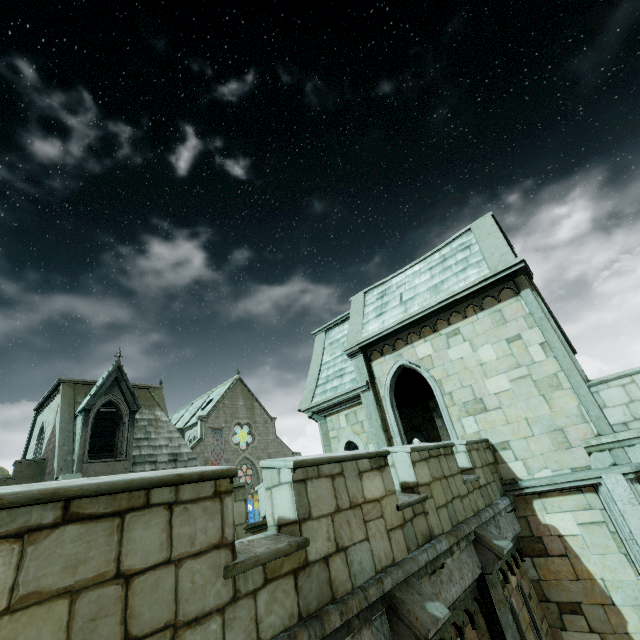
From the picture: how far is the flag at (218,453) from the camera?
37.9m

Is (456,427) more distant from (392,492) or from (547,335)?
(392,492)

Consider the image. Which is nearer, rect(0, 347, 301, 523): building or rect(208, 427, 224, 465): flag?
rect(0, 347, 301, 523): building

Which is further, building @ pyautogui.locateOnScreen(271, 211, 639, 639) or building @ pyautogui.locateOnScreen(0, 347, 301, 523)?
building @ pyautogui.locateOnScreen(0, 347, 301, 523)

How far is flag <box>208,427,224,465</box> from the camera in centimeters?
3791cm

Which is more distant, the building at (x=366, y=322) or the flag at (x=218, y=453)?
the flag at (x=218, y=453)

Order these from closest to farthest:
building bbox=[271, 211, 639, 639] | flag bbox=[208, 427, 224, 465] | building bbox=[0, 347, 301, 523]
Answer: building bbox=[271, 211, 639, 639] → building bbox=[0, 347, 301, 523] → flag bbox=[208, 427, 224, 465]
